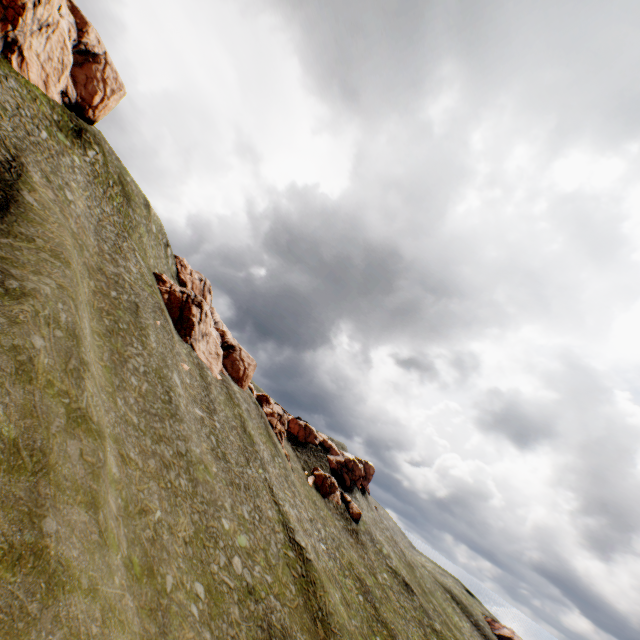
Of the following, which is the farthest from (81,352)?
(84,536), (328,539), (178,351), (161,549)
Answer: (328,539)

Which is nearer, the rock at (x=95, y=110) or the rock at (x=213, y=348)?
the rock at (x=95, y=110)

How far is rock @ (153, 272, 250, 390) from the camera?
46.94m

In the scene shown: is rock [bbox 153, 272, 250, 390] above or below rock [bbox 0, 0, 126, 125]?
below

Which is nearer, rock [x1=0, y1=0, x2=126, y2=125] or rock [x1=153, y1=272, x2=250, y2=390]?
rock [x1=0, y1=0, x2=126, y2=125]

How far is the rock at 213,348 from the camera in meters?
46.9 m
